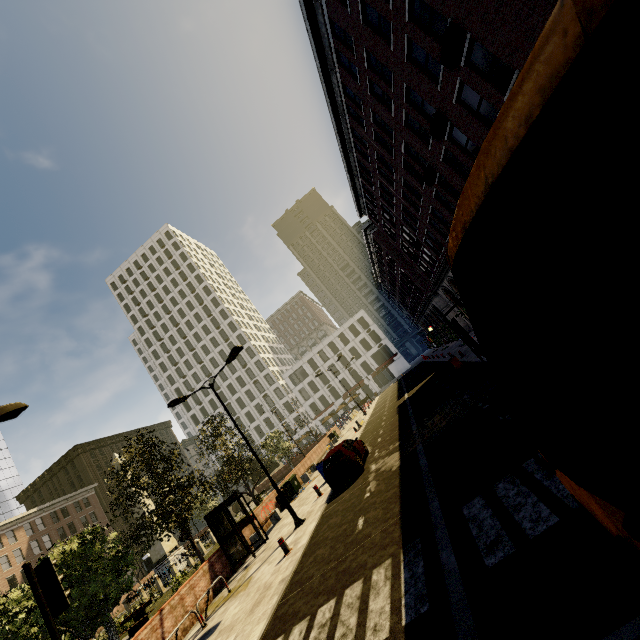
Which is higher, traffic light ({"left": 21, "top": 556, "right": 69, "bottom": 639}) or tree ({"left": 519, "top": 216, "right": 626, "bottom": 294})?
traffic light ({"left": 21, "top": 556, "right": 69, "bottom": 639})

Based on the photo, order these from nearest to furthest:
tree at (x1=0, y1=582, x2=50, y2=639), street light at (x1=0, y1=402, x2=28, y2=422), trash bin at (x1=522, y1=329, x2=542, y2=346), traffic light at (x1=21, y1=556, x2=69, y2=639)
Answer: traffic light at (x1=21, y1=556, x2=69, y2=639)
street light at (x1=0, y1=402, x2=28, y2=422)
trash bin at (x1=522, y1=329, x2=542, y2=346)
tree at (x1=0, y1=582, x2=50, y2=639)

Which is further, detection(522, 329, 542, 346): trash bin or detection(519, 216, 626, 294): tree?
detection(522, 329, 542, 346): trash bin

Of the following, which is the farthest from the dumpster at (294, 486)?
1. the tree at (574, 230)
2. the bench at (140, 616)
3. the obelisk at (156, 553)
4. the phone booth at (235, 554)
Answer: the obelisk at (156, 553)

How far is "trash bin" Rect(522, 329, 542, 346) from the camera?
10.9m

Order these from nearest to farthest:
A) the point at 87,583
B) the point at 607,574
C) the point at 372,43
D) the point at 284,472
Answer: the point at 607,574, the point at 87,583, the point at 372,43, the point at 284,472

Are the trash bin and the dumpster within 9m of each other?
no

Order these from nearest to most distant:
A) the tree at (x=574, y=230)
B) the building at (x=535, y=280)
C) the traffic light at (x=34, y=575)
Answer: the traffic light at (x=34, y=575), the tree at (x=574, y=230), the building at (x=535, y=280)
